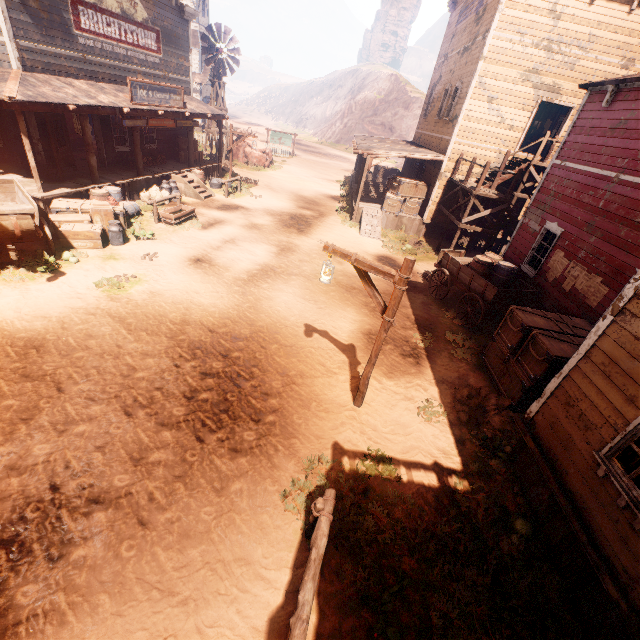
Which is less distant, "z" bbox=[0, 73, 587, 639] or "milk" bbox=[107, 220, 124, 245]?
"z" bbox=[0, 73, 587, 639]

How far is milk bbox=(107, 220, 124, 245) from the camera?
10.52m

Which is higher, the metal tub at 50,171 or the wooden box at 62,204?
the metal tub at 50,171

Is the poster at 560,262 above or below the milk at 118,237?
above

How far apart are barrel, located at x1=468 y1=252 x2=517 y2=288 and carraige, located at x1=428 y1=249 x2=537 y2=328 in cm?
4

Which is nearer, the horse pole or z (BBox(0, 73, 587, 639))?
the horse pole

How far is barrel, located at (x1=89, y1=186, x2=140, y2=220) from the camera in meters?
12.1

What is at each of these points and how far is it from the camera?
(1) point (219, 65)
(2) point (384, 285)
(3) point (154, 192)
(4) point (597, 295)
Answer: (1) windmill, 22.4 meters
(2) z, 12.1 meters
(3) burlap sack, 14.6 meters
(4) poster, 8.2 meters
